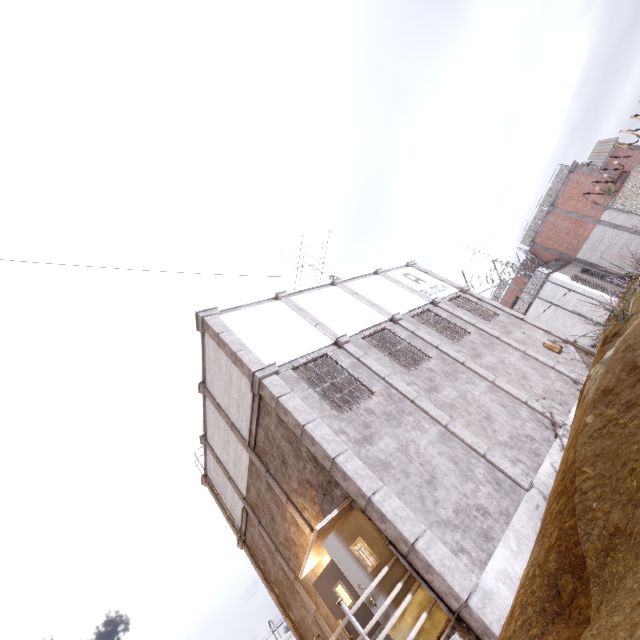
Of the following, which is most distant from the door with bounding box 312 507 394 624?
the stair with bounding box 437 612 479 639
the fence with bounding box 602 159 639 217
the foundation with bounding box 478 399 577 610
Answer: the fence with bounding box 602 159 639 217

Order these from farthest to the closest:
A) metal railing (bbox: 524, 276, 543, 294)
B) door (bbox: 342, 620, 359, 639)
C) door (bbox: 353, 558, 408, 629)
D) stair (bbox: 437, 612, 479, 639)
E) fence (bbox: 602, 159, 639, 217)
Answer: metal railing (bbox: 524, 276, 543, 294) → fence (bbox: 602, 159, 639, 217) → door (bbox: 342, 620, 359, 639) → door (bbox: 353, 558, 408, 629) → stair (bbox: 437, 612, 479, 639)

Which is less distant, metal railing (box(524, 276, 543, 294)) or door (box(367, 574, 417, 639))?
door (box(367, 574, 417, 639))

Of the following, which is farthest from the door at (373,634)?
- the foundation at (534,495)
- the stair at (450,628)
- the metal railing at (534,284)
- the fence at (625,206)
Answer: the metal railing at (534,284)

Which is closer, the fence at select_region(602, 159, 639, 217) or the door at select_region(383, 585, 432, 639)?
the door at select_region(383, 585, 432, 639)

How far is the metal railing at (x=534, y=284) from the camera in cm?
2072

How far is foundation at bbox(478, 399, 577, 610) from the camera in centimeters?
525cm

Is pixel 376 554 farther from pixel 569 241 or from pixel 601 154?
pixel 601 154
